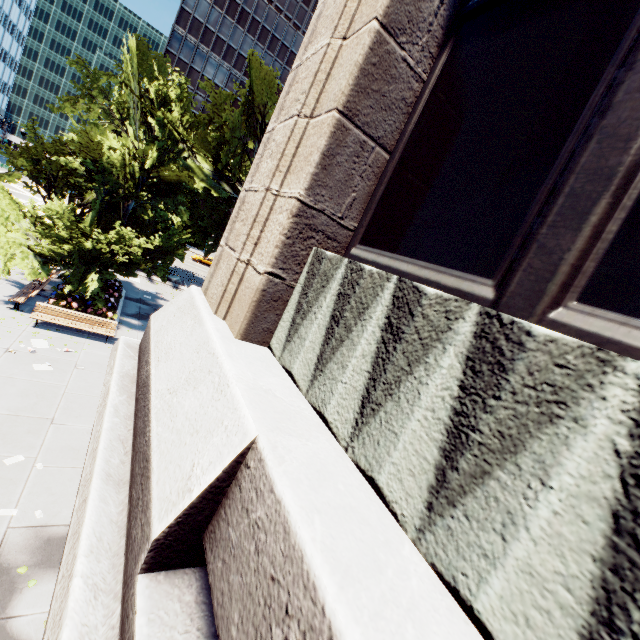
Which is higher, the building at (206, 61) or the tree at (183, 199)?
the building at (206, 61)

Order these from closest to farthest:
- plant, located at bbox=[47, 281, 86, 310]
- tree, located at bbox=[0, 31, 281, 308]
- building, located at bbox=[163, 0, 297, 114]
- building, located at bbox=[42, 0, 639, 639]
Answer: building, located at bbox=[42, 0, 639, 639]
tree, located at bbox=[0, 31, 281, 308]
plant, located at bbox=[47, 281, 86, 310]
building, located at bbox=[163, 0, 297, 114]

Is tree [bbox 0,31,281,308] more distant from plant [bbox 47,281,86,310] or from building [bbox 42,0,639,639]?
building [bbox 42,0,639,639]

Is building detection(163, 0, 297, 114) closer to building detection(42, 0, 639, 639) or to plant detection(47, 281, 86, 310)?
building detection(42, 0, 639, 639)

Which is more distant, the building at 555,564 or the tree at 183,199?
the tree at 183,199

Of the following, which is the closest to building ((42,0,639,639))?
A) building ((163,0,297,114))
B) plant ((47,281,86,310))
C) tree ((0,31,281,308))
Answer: tree ((0,31,281,308))

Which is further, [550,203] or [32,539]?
[32,539]

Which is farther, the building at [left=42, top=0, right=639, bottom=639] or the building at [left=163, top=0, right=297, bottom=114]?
the building at [left=163, top=0, right=297, bottom=114]
